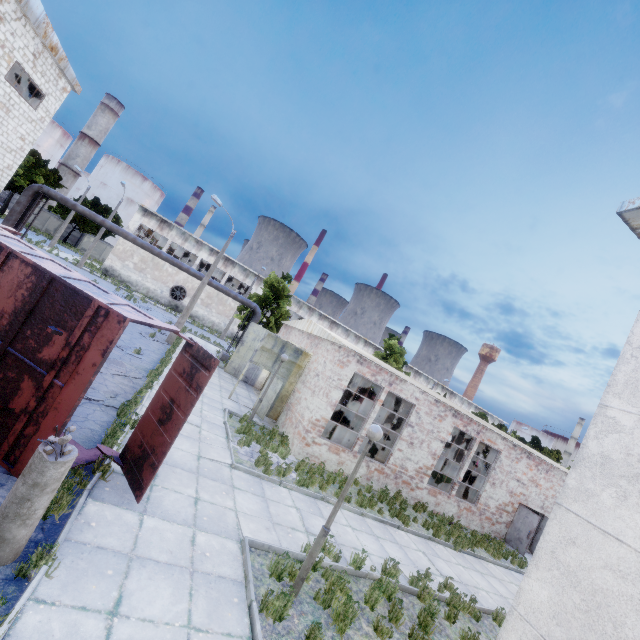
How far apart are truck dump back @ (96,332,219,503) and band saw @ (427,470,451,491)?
15.2 meters

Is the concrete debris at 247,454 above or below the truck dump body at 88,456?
below

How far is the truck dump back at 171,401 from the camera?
6.18m

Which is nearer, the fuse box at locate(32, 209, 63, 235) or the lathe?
the lathe

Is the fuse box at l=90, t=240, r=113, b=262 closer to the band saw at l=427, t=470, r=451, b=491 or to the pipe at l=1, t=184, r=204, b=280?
the pipe at l=1, t=184, r=204, b=280

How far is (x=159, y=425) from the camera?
6.54m

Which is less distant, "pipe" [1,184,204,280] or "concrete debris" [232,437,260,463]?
"concrete debris" [232,437,260,463]

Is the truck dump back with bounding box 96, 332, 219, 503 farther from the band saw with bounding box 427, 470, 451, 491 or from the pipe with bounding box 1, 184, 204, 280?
the pipe with bounding box 1, 184, 204, 280
